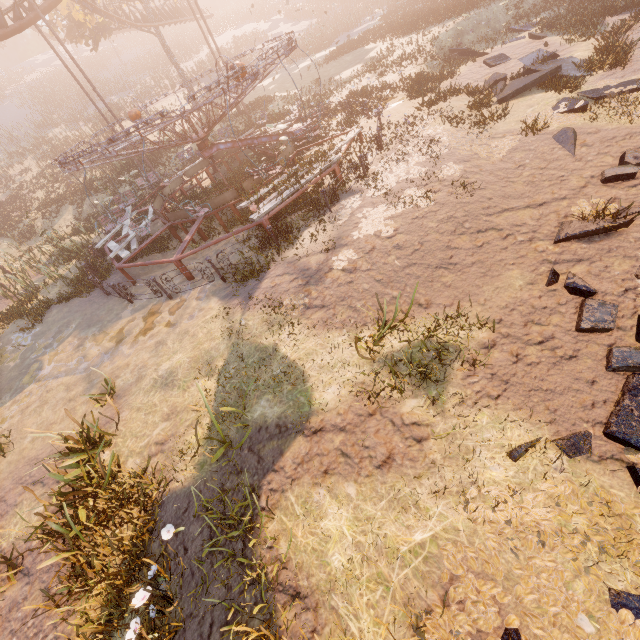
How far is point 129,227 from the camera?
10.9m

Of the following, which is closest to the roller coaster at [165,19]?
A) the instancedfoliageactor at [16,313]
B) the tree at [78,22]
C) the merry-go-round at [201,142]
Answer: the tree at [78,22]

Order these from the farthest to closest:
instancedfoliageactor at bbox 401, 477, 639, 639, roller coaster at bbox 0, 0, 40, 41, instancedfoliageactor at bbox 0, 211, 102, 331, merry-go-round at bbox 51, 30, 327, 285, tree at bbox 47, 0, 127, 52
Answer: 1. tree at bbox 47, 0, 127, 52
2. roller coaster at bbox 0, 0, 40, 41
3. instancedfoliageactor at bbox 0, 211, 102, 331
4. merry-go-round at bbox 51, 30, 327, 285
5. instancedfoliageactor at bbox 401, 477, 639, 639

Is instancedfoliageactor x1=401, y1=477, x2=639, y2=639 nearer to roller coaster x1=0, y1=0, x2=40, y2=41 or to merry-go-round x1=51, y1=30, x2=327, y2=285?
merry-go-round x1=51, y1=30, x2=327, y2=285

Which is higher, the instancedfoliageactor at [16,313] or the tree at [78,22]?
the tree at [78,22]

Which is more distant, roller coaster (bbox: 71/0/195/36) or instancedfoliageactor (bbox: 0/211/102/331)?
roller coaster (bbox: 71/0/195/36)

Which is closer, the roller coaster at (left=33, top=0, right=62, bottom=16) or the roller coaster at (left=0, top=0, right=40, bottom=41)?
the roller coaster at (left=0, top=0, right=40, bottom=41)

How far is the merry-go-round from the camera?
9.5m
